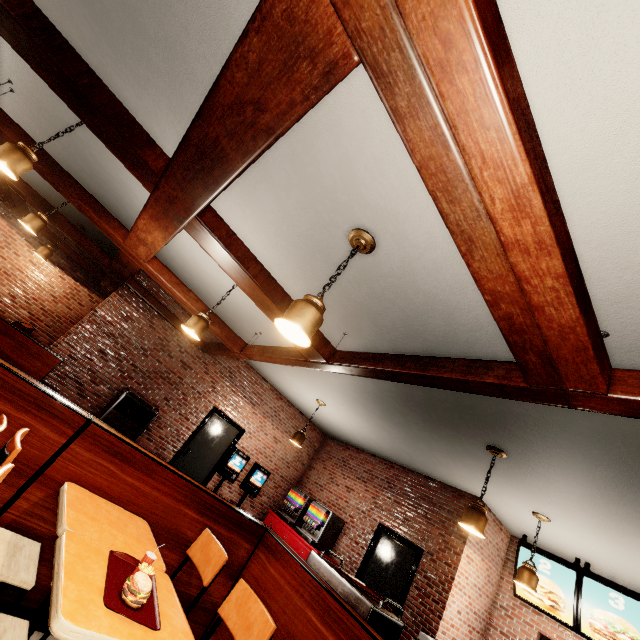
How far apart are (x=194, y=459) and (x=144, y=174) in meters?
6.8
